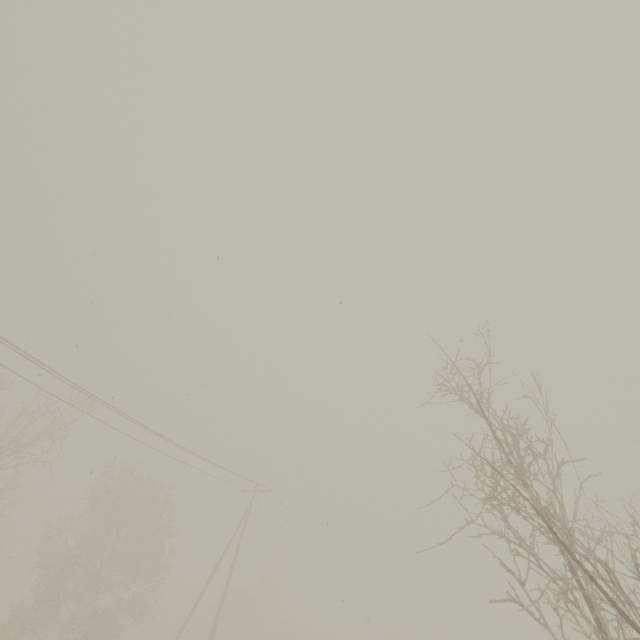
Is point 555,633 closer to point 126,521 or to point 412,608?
point 412,608
